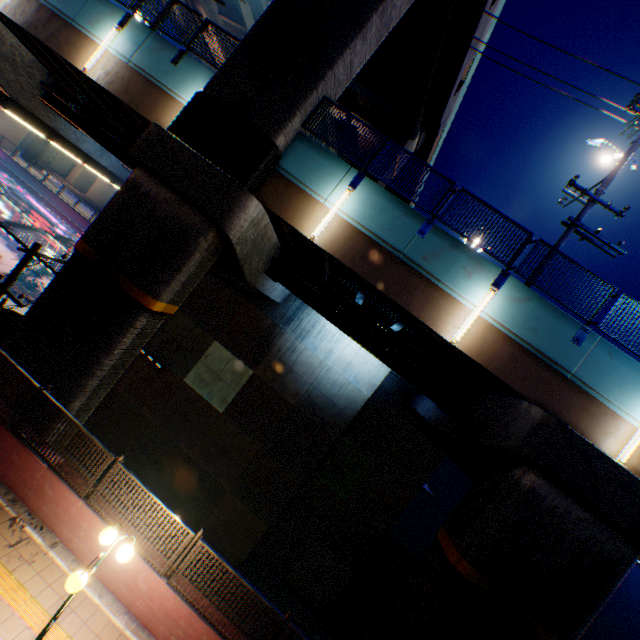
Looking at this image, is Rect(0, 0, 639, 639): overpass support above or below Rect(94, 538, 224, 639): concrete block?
above

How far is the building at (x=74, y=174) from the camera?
57.5m

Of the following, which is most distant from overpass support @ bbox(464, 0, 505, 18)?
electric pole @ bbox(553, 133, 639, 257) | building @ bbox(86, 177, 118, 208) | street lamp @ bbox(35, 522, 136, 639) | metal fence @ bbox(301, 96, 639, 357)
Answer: building @ bbox(86, 177, 118, 208)

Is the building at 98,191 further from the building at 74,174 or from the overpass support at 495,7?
the overpass support at 495,7

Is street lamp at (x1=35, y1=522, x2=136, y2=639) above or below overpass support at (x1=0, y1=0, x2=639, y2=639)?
below

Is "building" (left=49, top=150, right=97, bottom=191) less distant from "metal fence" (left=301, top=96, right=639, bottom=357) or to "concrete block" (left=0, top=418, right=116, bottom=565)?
"metal fence" (left=301, top=96, right=639, bottom=357)

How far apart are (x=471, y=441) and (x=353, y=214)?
7.7 meters

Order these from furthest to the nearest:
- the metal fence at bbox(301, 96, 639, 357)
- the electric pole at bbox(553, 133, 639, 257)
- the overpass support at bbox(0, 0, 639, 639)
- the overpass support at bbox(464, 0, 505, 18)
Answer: the overpass support at bbox(464, 0, 505, 18) → the electric pole at bbox(553, 133, 639, 257) → the metal fence at bbox(301, 96, 639, 357) → the overpass support at bbox(0, 0, 639, 639)
